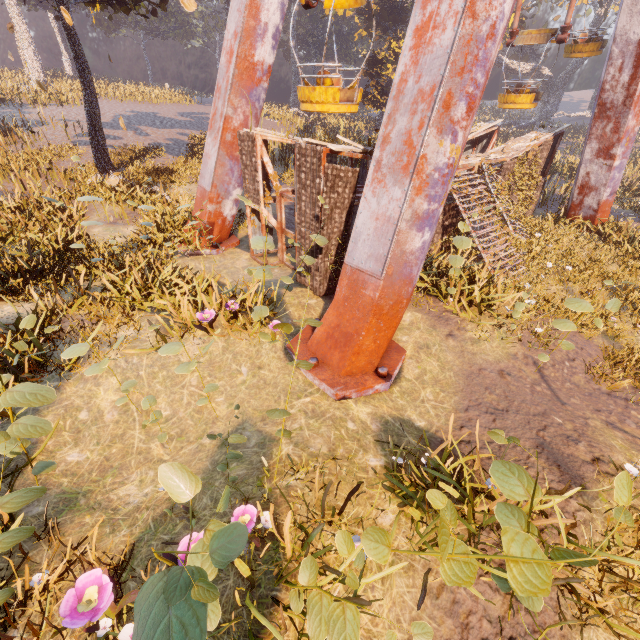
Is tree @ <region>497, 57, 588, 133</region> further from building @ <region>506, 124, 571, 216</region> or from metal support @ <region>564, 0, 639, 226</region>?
building @ <region>506, 124, 571, 216</region>

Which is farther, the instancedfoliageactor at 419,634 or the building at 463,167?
the building at 463,167

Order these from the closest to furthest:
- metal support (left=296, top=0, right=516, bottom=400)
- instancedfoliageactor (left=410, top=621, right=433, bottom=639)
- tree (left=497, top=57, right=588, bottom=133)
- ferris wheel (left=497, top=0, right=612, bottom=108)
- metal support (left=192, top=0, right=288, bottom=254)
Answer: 1. instancedfoliageactor (left=410, top=621, right=433, bottom=639)
2. metal support (left=296, top=0, right=516, bottom=400)
3. metal support (left=192, top=0, right=288, bottom=254)
4. ferris wheel (left=497, top=0, right=612, bottom=108)
5. tree (left=497, top=57, right=588, bottom=133)

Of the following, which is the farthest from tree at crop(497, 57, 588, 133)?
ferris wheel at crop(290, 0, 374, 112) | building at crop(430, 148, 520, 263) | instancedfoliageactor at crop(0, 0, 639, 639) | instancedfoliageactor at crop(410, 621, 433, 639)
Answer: instancedfoliageactor at crop(410, 621, 433, 639)

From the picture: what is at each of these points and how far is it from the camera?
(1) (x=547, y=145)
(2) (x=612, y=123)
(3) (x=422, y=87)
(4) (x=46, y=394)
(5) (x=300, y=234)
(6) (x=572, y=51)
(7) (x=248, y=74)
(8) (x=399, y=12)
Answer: (1) building, 13.8 meters
(2) metal support, 12.0 meters
(3) metal support, 5.4 meters
(4) instancedfoliageactor, 3.8 meters
(5) building, 8.8 meters
(6) ferris wheel, 15.8 meters
(7) metal support, 10.0 meters
(8) instancedfoliageactor, 32.2 meters

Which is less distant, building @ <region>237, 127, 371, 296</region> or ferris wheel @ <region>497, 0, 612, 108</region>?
building @ <region>237, 127, 371, 296</region>

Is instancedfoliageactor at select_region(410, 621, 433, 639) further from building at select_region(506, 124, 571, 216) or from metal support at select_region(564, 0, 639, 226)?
building at select_region(506, 124, 571, 216)

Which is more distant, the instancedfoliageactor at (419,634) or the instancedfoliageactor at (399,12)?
the instancedfoliageactor at (399,12)
